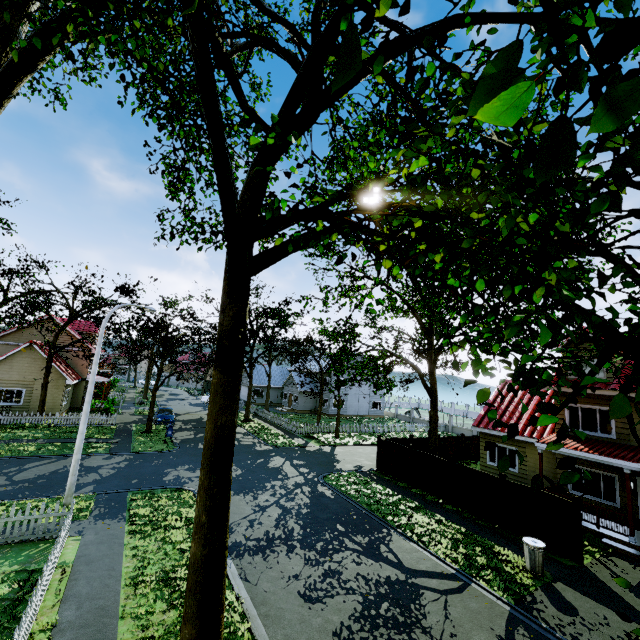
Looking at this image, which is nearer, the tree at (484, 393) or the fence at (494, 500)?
the tree at (484, 393)

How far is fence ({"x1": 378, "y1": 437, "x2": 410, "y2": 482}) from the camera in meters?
19.5

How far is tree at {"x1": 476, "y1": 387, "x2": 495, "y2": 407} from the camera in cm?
279

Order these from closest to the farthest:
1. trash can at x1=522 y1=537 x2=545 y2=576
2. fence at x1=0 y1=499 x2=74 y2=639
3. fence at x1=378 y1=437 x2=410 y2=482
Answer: fence at x1=0 y1=499 x2=74 y2=639 → trash can at x1=522 y1=537 x2=545 y2=576 → fence at x1=378 y1=437 x2=410 y2=482

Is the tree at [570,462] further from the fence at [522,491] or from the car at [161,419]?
the car at [161,419]

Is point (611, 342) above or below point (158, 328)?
below
